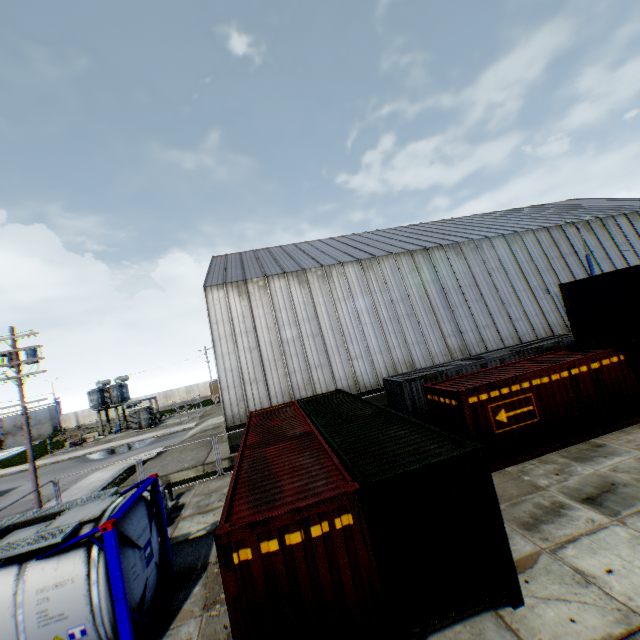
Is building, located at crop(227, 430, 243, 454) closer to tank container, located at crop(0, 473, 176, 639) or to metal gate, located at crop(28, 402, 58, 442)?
Result: tank container, located at crop(0, 473, 176, 639)

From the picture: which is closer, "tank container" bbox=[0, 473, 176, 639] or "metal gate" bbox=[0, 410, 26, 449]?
"tank container" bbox=[0, 473, 176, 639]

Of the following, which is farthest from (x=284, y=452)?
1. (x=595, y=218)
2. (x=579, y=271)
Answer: (x=595, y=218)

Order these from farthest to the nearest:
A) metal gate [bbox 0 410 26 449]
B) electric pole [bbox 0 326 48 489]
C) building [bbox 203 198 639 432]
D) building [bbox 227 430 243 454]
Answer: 1. metal gate [bbox 0 410 26 449]
2. building [bbox 203 198 639 432]
3. building [bbox 227 430 243 454]
4. electric pole [bbox 0 326 48 489]

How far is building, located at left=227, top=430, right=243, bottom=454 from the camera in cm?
1938

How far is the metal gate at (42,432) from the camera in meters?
58.3

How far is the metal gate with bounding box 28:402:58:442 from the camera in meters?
58.3

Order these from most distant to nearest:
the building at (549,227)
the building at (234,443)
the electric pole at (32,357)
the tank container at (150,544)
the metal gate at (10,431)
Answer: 1. the metal gate at (10,431)
2. the building at (549,227)
3. the building at (234,443)
4. the electric pole at (32,357)
5. the tank container at (150,544)
